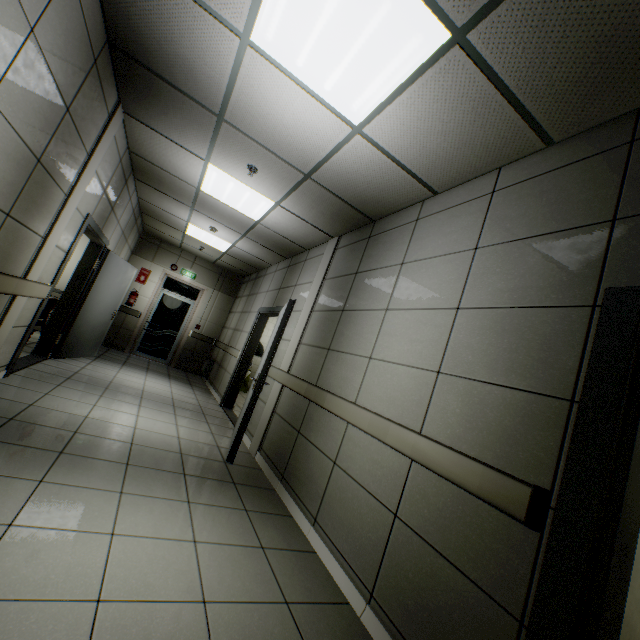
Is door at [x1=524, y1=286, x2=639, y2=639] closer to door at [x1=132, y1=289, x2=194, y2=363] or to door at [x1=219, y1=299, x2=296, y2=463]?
door at [x1=219, y1=299, x2=296, y2=463]

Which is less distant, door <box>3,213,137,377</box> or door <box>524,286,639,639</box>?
door <box>524,286,639,639</box>

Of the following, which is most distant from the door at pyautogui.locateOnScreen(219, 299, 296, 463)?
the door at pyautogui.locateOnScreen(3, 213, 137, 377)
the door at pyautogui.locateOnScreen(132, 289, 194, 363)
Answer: the door at pyautogui.locateOnScreen(132, 289, 194, 363)

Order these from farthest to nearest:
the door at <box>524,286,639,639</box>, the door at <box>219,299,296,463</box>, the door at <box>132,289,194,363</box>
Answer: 1. the door at <box>132,289,194,363</box>
2. the door at <box>219,299,296,463</box>
3. the door at <box>524,286,639,639</box>

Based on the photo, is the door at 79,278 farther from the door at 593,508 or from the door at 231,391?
the door at 593,508

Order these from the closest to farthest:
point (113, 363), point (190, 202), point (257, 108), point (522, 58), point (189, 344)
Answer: point (522, 58) < point (257, 108) < point (190, 202) < point (113, 363) < point (189, 344)

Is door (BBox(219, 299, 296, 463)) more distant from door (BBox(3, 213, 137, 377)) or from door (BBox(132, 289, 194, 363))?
door (BBox(132, 289, 194, 363))

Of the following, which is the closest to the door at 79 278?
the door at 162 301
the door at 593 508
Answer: the door at 162 301
